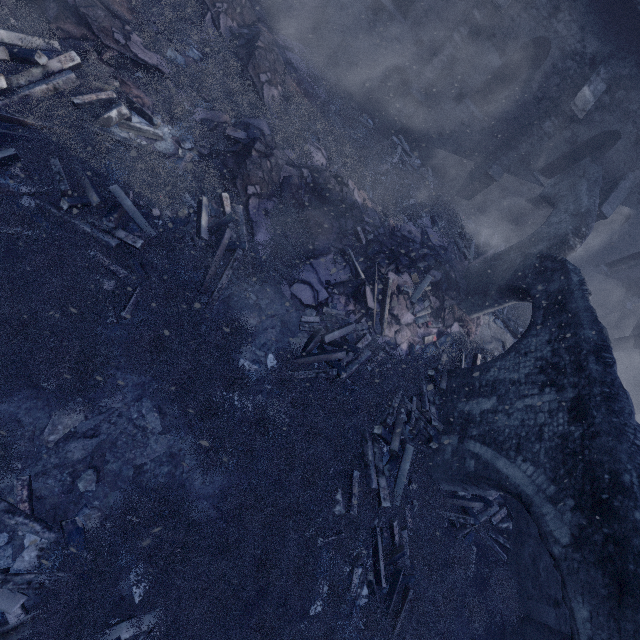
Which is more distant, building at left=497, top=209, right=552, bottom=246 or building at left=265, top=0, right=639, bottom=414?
building at left=497, top=209, right=552, bottom=246

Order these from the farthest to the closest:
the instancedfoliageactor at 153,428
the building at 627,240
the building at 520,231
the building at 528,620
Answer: the building at 520,231
the building at 627,240
the building at 528,620
the instancedfoliageactor at 153,428

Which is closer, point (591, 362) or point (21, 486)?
point (21, 486)

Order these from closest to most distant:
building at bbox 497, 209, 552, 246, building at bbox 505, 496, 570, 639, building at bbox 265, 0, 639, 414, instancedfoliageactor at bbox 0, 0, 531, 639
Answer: instancedfoliageactor at bbox 0, 0, 531, 639 < building at bbox 505, 496, 570, 639 < building at bbox 265, 0, 639, 414 < building at bbox 497, 209, 552, 246

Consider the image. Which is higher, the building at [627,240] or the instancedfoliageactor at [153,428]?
the building at [627,240]

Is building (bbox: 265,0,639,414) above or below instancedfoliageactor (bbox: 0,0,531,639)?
above

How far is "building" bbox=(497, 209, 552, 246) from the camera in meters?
14.7

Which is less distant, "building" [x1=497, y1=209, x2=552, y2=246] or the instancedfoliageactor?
the instancedfoliageactor
